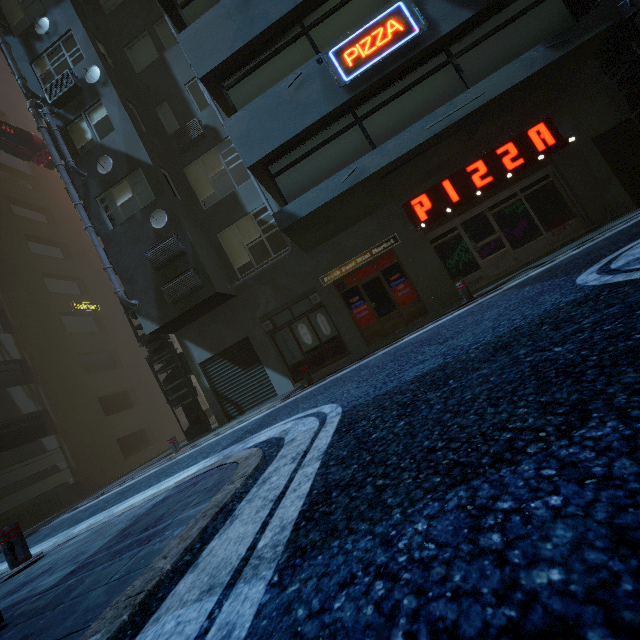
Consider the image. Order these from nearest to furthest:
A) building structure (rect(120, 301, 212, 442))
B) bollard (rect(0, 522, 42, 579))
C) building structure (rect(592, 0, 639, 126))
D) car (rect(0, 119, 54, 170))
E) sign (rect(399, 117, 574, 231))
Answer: bollard (rect(0, 522, 42, 579)) < building structure (rect(592, 0, 639, 126)) < sign (rect(399, 117, 574, 231)) < building structure (rect(120, 301, 212, 442)) < car (rect(0, 119, 54, 170))

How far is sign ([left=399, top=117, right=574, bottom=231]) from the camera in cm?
970

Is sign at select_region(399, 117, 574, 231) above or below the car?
below

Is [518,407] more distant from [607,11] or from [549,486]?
[607,11]

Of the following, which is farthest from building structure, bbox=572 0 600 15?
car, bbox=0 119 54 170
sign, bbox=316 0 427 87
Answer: car, bbox=0 119 54 170

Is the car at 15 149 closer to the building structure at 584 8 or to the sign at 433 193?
the building structure at 584 8

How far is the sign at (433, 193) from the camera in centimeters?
970cm

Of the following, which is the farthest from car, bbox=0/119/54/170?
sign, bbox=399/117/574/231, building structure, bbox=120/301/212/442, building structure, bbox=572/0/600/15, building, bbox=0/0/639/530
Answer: sign, bbox=399/117/574/231
